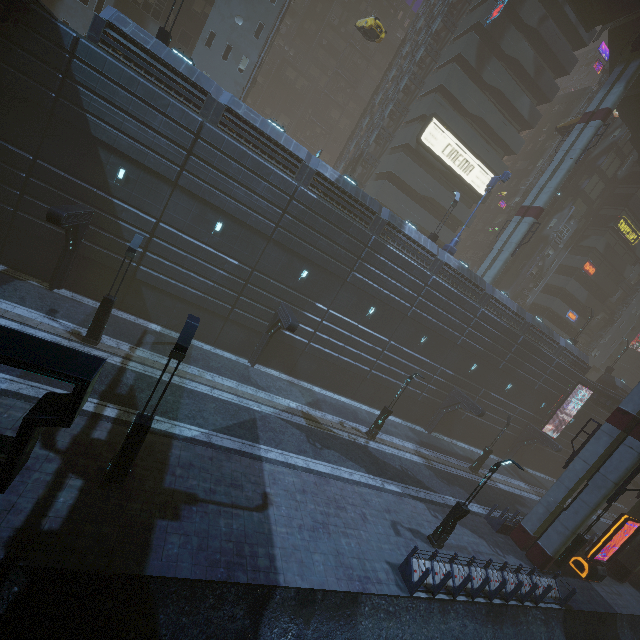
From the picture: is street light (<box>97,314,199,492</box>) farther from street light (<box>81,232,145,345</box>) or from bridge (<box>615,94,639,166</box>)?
bridge (<box>615,94,639,166</box>)

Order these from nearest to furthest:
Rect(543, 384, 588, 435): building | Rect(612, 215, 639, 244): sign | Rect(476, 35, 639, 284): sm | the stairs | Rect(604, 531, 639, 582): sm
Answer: Rect(604, 531, 639, 582): sm, Rect(476, 35, 639, 284): sm, the stairs, Rect(543, 384, 588, 435): building, Rect(612, 215, 639, 244): sign

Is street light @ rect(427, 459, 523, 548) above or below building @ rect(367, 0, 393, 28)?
below

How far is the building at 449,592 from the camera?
12.3m

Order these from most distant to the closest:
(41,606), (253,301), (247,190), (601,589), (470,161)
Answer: (470,161)
(253,301)
(601,589)
(247,190)
(41,606)

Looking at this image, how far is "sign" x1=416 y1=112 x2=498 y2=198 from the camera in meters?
31.4 m

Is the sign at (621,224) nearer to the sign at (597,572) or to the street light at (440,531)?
the sign at (597,572)

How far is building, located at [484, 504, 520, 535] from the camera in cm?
1956
